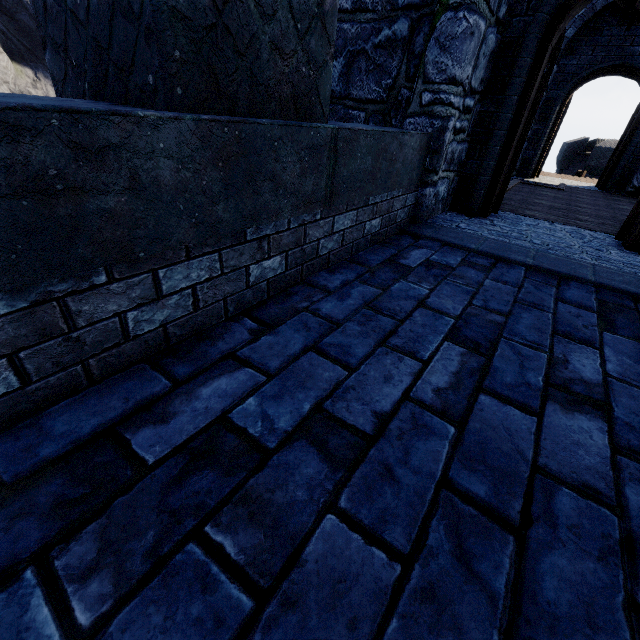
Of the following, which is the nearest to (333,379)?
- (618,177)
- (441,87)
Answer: (441,87)

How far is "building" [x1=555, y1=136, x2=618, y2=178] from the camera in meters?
22.3 m

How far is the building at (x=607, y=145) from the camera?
22.33m

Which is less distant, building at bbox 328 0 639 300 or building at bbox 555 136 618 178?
building at bbox 328 0 639 300

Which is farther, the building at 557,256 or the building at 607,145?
the building at 607,145
